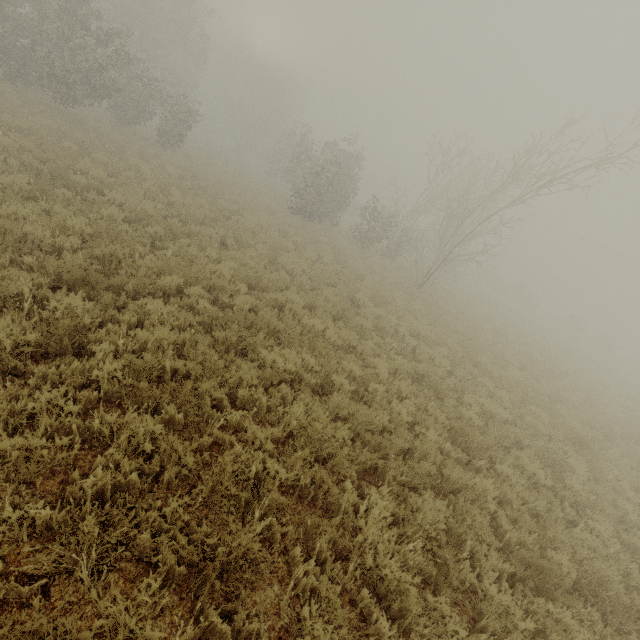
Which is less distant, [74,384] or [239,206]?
[74,384]
